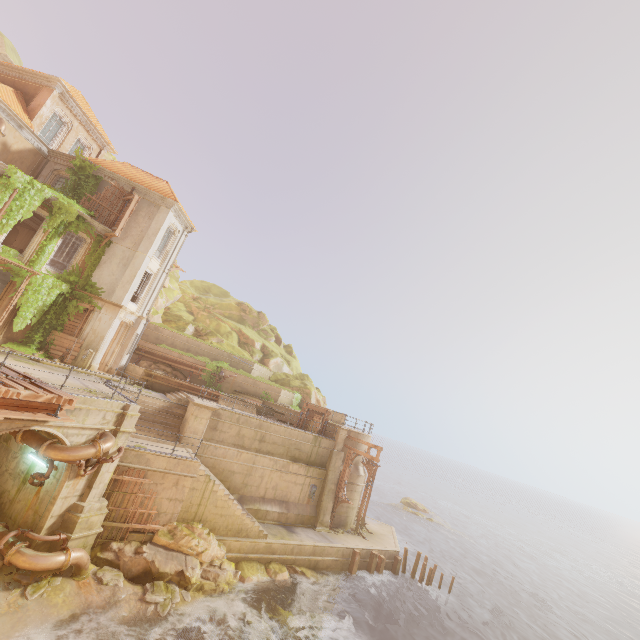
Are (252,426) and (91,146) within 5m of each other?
no

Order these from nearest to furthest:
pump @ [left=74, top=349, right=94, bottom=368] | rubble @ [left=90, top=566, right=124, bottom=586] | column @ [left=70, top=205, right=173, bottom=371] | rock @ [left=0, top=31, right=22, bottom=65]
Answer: rubble @ [left=90, top=566, right=124, bottom=586], pump @ [left=74, top=349, right=94, bottom=368], column @ [left=70, top=205, right=173, bottom=371], rock @ [left=0, top=31, right=22, bottom=65]

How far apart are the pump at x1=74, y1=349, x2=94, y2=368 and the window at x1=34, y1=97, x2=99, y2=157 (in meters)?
14.53

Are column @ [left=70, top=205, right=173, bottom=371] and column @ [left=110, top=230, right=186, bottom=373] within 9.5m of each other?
yes

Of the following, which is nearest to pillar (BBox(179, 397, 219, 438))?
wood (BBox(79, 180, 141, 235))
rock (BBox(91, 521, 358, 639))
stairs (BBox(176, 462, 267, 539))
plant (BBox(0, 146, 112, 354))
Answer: stairs (BBox(176, 462, 267, 539))

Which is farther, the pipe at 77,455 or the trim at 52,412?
the pipe at 77,455

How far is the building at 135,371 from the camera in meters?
22.8 m

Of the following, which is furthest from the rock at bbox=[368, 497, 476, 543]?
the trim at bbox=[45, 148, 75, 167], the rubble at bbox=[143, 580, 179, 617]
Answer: the trim at bbox=[45, 148, 75, 167]
